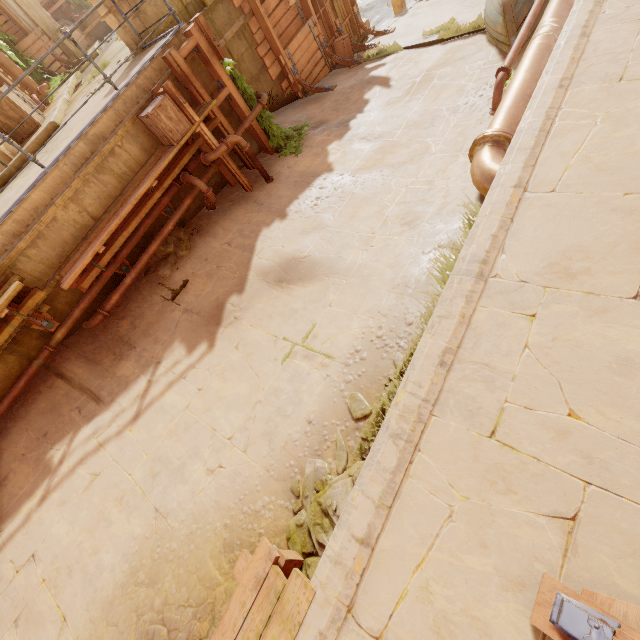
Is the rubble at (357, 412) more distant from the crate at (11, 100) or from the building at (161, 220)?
the crate at (11, 100)

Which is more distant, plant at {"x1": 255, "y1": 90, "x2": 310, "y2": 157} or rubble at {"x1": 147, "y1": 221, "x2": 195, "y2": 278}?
plant at {"x1": 255, "y1": 90, "x2": 310, "y2": 157}

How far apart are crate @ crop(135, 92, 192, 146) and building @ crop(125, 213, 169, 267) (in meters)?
0.63

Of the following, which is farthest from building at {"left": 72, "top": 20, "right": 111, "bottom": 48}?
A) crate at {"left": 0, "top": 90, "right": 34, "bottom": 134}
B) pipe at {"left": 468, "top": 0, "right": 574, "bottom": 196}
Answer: pipe at {"left": 468, "top": 0, "right": 574, "bottom": 196}

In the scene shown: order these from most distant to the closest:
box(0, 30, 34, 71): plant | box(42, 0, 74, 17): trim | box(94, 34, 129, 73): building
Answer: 1. box(42, 0, 74, 17): trim
2. box(0, 30, 34, 71): plant
3. box(94, 34, 129, 73): building

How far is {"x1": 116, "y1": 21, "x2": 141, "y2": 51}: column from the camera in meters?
7.3 m

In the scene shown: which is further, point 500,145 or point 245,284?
point 245,284

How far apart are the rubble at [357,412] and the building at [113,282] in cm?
562
